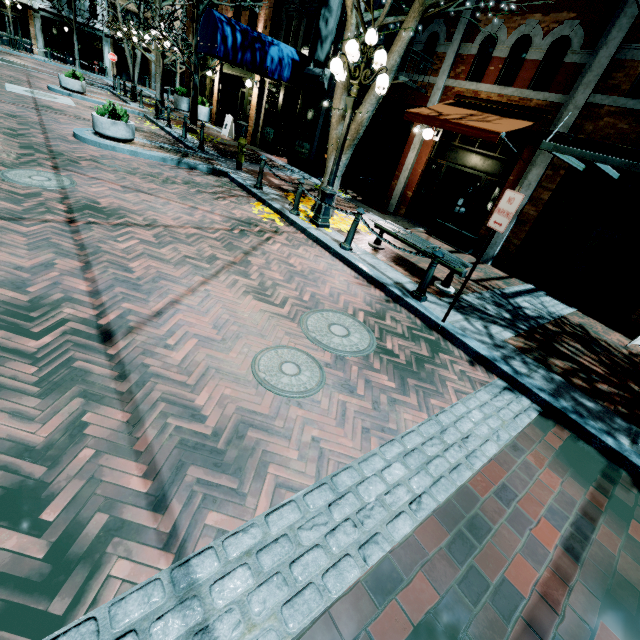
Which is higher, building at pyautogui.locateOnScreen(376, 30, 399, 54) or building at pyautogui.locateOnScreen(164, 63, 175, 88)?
building at pyautogui.locateOnScreen(376, 30, 399, 54)

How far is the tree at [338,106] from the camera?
Result: 7.29m

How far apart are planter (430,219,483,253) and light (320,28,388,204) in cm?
429

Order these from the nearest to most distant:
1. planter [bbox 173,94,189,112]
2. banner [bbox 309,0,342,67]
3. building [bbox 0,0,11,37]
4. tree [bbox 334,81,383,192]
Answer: tree [bbox 334,81,383,192]
banner [bbox 309,0,342,67]
planter [bbox 173,94,189,112]
building [bbox 0,0,11,37]

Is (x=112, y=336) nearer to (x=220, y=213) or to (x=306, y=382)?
(x=306, y=382)

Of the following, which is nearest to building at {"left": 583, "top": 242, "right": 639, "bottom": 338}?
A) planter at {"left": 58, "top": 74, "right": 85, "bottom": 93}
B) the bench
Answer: the bench

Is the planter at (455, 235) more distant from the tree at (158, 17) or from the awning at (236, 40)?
the tree at (158, 17)

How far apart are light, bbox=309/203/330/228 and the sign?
3.3 meters
